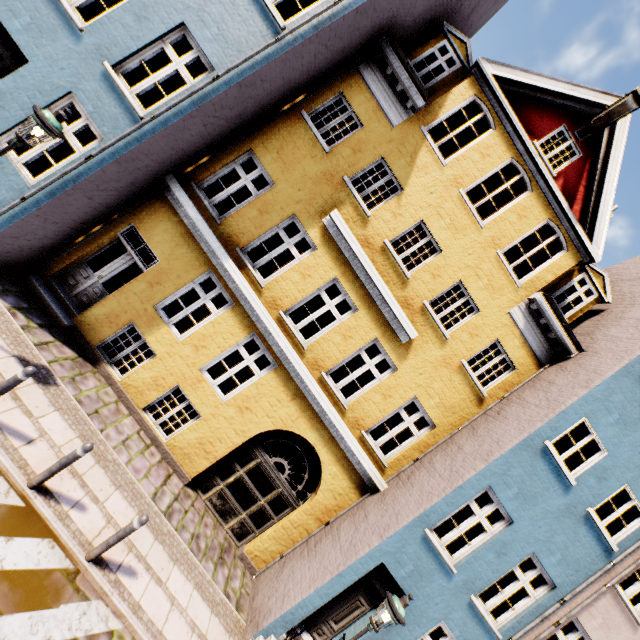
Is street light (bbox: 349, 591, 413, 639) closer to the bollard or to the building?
the building

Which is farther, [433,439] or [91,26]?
[433,439]

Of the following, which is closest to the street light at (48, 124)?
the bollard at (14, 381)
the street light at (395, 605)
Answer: the bollard at (14, 381)

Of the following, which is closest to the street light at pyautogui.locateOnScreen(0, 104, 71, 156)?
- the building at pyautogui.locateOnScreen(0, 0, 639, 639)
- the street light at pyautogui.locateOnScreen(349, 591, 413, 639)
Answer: the building at pyautogui.locateOnScreen(0, 0, 639, 639)

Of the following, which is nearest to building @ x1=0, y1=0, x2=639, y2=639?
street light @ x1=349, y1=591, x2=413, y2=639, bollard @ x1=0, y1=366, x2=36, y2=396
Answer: street light @ x1=349, y1=591, x2=413, y2=639

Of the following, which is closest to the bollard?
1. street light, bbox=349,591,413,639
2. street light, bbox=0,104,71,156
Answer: street light, bbox=0,104,71,156

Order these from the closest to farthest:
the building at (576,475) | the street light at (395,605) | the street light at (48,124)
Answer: the street light at (48,124), the street light at (395,605), the building at (576,475)

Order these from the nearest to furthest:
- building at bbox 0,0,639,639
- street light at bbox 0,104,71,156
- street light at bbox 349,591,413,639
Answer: street light at bbox 0,104,71,156, street light at bbox 349,591,413,639, building at bbox 0,0,639,639
